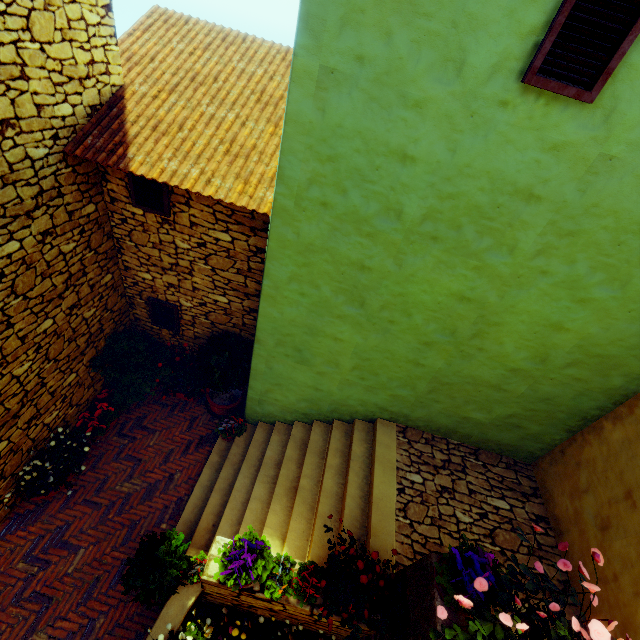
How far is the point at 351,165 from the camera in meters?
3.2 m

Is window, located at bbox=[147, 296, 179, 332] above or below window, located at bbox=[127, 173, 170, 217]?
below

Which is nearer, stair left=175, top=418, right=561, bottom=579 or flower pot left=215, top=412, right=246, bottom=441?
stair left=175, top=418, right=561, bottom=579

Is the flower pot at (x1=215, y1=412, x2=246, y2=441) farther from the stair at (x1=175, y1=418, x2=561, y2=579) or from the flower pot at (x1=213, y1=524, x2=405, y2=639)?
the flower pot at (x1=213, y1=524, x2=405, y2=639)

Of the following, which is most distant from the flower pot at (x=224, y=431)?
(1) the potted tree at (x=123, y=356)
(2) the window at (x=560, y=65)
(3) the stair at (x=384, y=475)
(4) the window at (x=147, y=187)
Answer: (2) the window at (x=560, y=65)

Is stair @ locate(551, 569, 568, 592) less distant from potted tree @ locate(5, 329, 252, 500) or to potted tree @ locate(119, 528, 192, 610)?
potted tree @ locate(119, 528, 192, 610)

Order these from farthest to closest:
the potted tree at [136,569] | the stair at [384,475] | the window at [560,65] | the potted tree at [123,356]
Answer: the potted tree at [123,356], the stair at [384,475], the potted tree at [136,569], the window at [560,65]

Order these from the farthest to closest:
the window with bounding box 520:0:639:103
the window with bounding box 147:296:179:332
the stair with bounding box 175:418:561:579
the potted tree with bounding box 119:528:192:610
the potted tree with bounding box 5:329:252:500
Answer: the window with bounding box 147:296:179:332, the potted tree with bounding box 5:329:252:500, the stair with bounding box 175:418:561:579, the potted tree with bounding box 119:528:192:610, the window with bounding box 520:0:639:103
